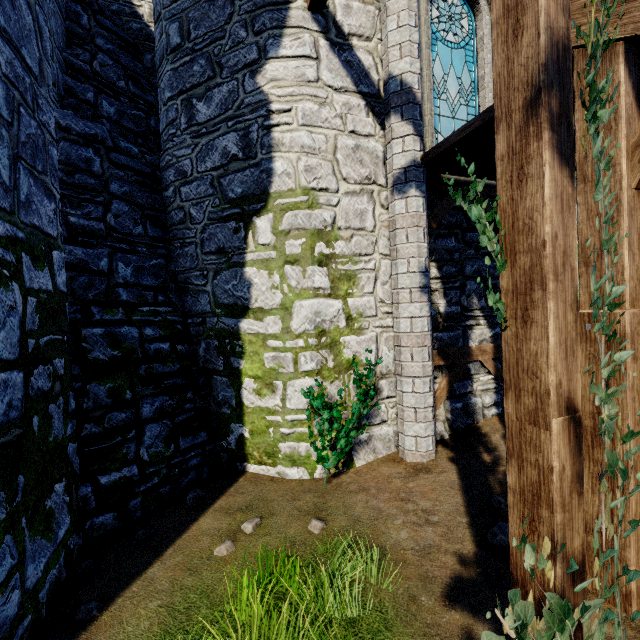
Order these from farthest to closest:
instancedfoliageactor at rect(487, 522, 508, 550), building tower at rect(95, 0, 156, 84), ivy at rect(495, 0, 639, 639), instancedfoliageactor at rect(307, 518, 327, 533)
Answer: building tower at rect(95, 0, 156, 84)
instancedfoliageactor at rect(307, 518, 327, 533)
instancedfoliageactor at rect(487, 522, 508, 550)
ivy at rect(495, 0, 639, 639)

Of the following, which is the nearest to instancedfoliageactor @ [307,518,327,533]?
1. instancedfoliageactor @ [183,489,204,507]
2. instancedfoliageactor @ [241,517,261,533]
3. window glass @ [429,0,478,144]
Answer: instancedfoliageactor @ [241,517,261,533]

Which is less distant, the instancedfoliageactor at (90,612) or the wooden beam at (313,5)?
the instancedfoliageactor at (90,612)

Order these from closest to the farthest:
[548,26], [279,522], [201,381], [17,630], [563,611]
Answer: [563,611], [548,26], [17,630], [279,522], [201,381]

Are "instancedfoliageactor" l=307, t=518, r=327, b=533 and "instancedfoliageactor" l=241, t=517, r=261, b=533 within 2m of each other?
yes

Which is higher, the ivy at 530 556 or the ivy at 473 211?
the ivy at 473 211

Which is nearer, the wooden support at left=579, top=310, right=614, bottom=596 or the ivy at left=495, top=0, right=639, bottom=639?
the ivy at left=495, top=0, right=639, bottom=639

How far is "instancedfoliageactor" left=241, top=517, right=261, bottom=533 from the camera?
4.04m
